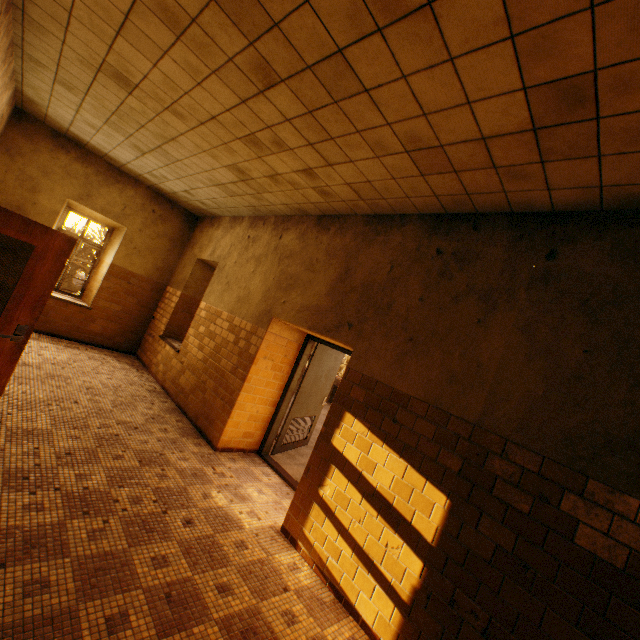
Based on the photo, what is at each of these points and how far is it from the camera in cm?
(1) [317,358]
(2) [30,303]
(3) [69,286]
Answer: (1) door, 584
(2) door, 323
(3) tree, 1991

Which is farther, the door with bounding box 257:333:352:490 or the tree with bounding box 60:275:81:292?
the tree with bounding box 60:275:81:292

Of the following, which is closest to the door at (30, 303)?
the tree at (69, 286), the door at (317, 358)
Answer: the door at (317, 358)

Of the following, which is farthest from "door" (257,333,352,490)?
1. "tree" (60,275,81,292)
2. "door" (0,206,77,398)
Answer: "tree" (60,275,81,292)

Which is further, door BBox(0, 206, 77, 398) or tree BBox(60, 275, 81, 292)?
tree BBox(60, 275, 81, 292)

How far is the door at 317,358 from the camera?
5.32m

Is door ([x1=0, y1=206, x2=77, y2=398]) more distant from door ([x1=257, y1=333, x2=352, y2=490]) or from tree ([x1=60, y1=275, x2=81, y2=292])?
tree ([x1=60, y1=275, x2=81, y2=292])

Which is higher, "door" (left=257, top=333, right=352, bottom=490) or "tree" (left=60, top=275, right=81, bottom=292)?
"door" (left=257, top=333, right=352, bottom=490)
